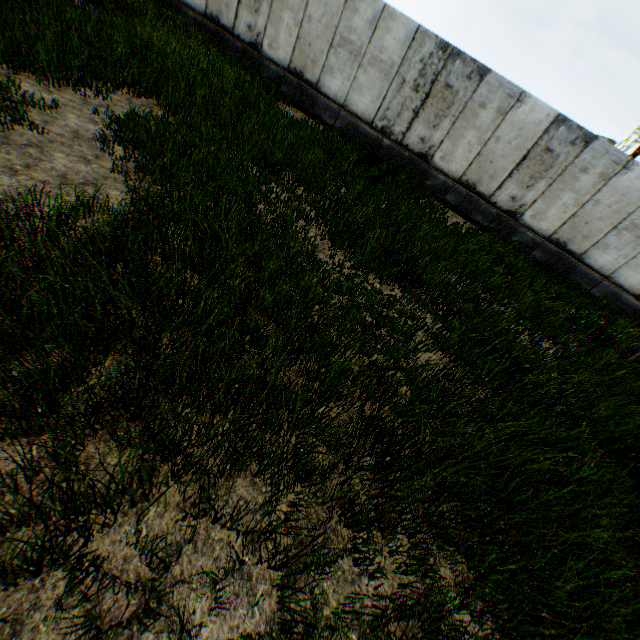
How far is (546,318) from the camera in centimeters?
777cm
